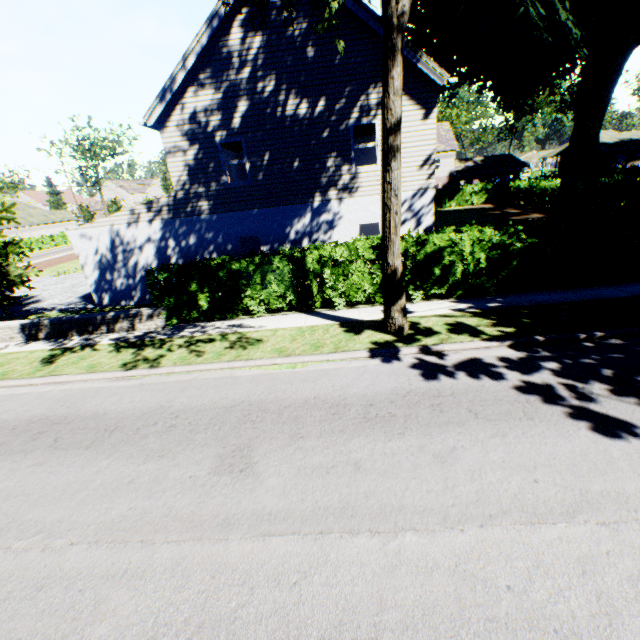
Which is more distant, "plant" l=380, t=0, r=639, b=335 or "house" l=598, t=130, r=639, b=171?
"house" l=598, t=130, r=639, b=171

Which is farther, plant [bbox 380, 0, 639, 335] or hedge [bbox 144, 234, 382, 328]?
hedge [bbox 144, 234, 382, 328]

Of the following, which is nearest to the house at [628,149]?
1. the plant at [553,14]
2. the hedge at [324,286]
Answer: the plant at [553,14]

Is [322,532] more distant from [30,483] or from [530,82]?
[530,82]

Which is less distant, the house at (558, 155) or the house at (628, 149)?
the house at (628, 149)

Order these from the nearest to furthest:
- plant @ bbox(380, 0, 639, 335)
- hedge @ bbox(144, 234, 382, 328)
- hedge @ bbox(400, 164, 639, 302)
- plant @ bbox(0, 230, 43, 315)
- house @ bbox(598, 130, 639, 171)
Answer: plant @ bbox(380, 0, 639, 335) → hedge @ bbox(400, 164, 639, 302) → hedge @ bbox(144, 234, 382, 328) → plant @ bbox(0, 230, 43, 315) → house @ bbox(598, 130, 639, 171)

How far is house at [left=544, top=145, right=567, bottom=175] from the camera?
55.5m

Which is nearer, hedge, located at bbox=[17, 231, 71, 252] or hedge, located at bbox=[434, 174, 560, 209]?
hedge, located at bbox=[434, 174, 560, 209]
